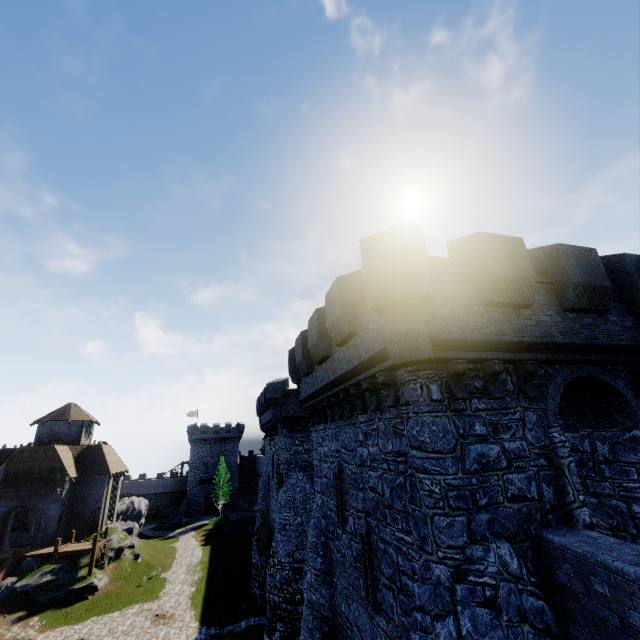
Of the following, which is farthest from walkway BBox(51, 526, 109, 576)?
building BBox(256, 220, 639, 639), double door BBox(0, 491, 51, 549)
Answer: building BBox(256, 220, 639, 639)

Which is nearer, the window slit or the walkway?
the window slit

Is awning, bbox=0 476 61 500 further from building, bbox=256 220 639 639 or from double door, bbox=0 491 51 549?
building, bbox=256 220 639 639

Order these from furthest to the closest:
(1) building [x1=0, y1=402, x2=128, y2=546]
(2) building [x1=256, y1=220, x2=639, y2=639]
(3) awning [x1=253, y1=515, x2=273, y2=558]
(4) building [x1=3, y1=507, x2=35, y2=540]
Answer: (4) building [x1=3, y1=507, x2=35, y2=540], (1) building [x1=0, y1=402, x2=128, y2=546], (3) awning [x1=253, y1=515, x2=273, y2=558], (2) building [x1=256, y1=220, x2=639, y2=639]

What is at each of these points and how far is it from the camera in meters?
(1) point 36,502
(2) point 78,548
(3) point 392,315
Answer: (1) double door, 31.4 m
(2) walkway, 29.6 m
(3) building, 7.2 m

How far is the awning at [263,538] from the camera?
23.4 meters

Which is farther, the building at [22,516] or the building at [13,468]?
the building at [22,516]

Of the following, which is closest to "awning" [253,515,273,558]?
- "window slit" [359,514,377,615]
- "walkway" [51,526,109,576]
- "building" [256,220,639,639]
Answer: "building" [256,220,639,639]
